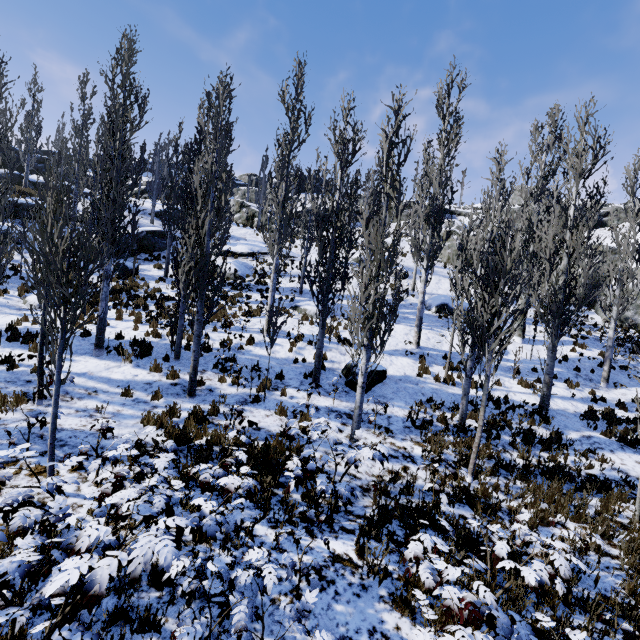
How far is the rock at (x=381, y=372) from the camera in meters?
10.8 m

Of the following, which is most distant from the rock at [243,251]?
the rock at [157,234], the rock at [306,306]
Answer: the rock at [306,306]

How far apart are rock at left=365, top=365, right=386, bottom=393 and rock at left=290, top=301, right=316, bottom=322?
5.0m

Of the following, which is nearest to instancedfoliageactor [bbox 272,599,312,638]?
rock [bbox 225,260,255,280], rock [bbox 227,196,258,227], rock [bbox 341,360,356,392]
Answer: rock [bbox 225,260,255,280]

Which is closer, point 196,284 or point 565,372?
point 196,284

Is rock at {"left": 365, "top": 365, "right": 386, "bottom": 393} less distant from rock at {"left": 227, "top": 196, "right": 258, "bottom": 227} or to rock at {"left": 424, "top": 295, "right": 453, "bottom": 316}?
rock at {"left": 424, "top": 295, "right": 453, "bottom": 316}

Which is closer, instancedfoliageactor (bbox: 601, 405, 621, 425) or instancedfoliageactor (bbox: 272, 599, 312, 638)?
instancedfoliageactor (bbox: 272, 599, 312, 638)

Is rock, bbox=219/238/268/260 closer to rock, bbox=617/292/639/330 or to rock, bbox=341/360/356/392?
rock, bbox=617/292/639/330
